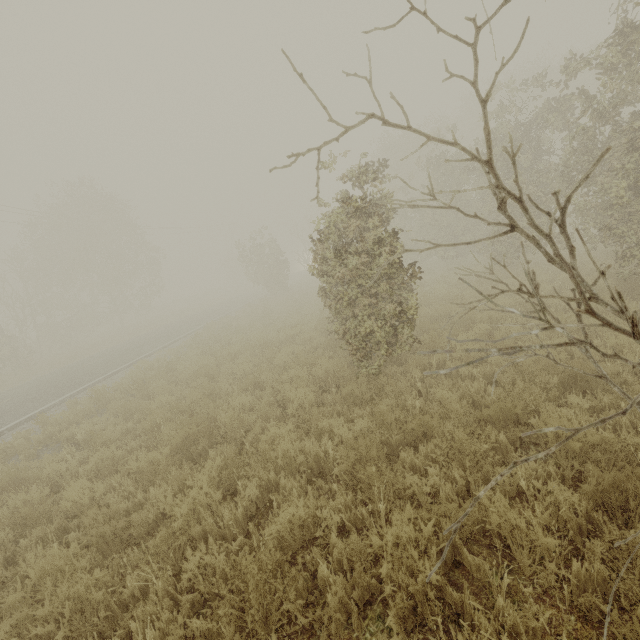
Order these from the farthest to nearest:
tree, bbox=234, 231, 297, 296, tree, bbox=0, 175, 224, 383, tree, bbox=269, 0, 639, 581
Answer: tree, bbox=234, 231, 297, 296 → tree, bbox=0, 175, 224, 383 → tree, bbox=269, 0, 639, 581

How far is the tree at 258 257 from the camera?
26.9 meters

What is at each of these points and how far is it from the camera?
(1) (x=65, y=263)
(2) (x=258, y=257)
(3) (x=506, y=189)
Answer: (1) tree, 31.1m
(2) tree, 28.8m
(3) tree, 2.2m

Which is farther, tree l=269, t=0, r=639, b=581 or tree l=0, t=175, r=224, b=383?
tree l=0, t=175, r=224, b=383

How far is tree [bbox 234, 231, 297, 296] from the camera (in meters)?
26.91

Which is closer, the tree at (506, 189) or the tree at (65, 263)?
the tree at (506, 189)
